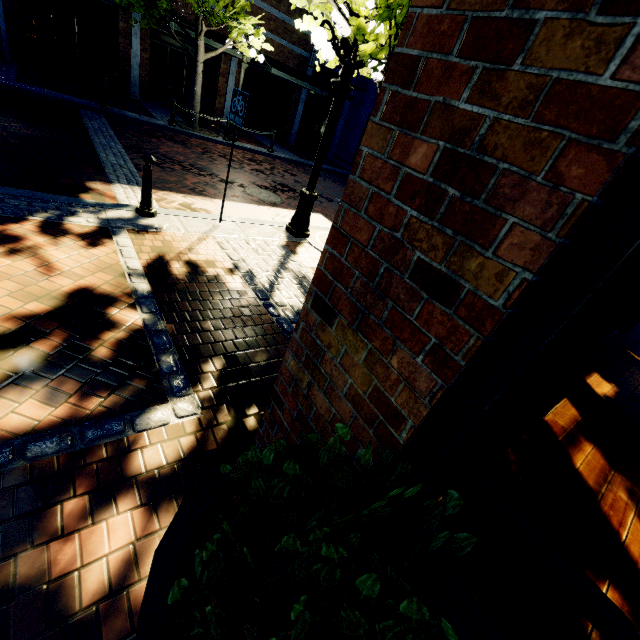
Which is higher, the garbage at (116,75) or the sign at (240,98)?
the sign at (240,98)

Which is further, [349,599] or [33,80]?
[33,80]

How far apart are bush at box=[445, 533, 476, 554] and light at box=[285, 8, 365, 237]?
5.32m

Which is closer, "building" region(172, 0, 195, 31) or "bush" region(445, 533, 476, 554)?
"bush" region(445, 533, 476, 554)

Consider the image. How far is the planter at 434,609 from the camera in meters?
1.2 m

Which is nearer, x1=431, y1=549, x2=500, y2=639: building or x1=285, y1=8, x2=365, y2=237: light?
x1=431, y1=549, x2=500, y2=639: building

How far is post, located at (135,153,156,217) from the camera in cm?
453

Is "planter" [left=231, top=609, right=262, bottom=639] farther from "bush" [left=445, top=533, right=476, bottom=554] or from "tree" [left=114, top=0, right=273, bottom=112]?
"tree" [left=114, top=0, right=273, bottom=112]
